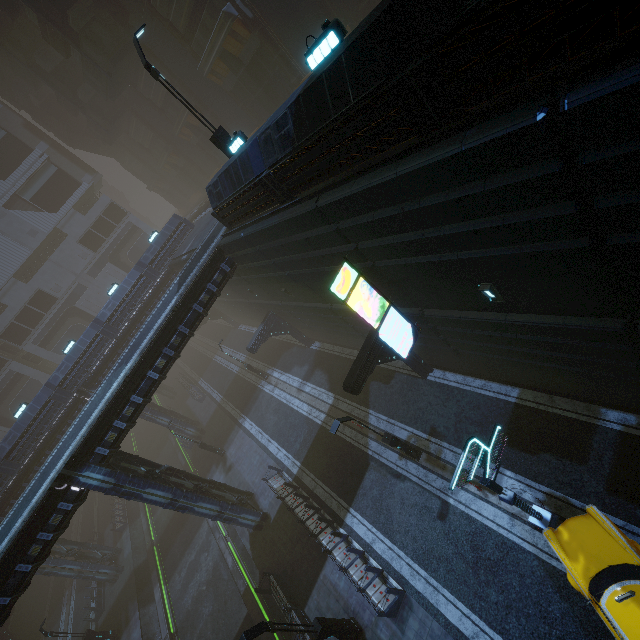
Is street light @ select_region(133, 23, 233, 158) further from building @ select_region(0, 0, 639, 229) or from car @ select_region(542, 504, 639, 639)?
car @ select_region(542, 504, 639, 639)

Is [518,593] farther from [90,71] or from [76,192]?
[76,192]

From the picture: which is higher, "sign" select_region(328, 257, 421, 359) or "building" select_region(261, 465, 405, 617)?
"sign" select_region(328, 257, 421, 359)

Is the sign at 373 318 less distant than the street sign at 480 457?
No

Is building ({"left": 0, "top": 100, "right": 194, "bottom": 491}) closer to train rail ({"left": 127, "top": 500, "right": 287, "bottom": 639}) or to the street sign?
train rail ({"left": 127, "top": 500, "right": 287, "bottom": 639})

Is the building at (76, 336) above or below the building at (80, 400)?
above

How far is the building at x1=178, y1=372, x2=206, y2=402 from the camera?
37.4 meters
